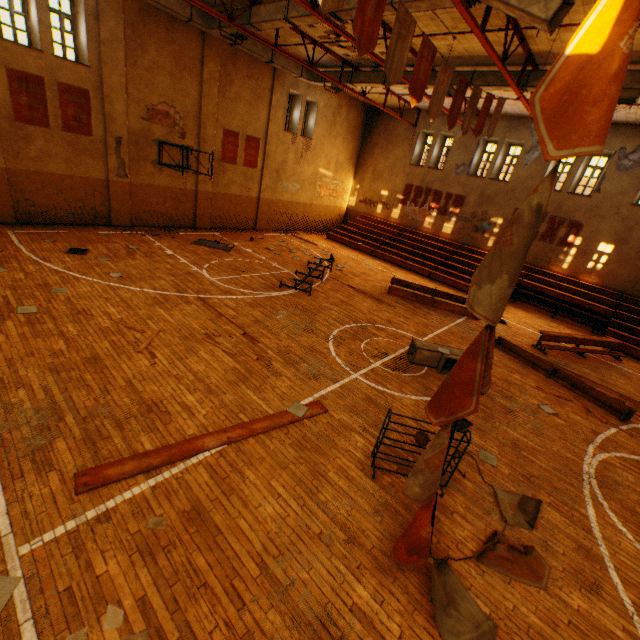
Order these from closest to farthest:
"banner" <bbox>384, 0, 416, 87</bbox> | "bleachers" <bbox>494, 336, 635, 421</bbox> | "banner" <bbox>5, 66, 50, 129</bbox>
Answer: "banner" <bbox>384, 0, 416, 87</bbox>, "bleachers" <bbox>494, 336, 635, 421</bbox>, "banner" <bbox>5, 66, 50, 129</bbox>

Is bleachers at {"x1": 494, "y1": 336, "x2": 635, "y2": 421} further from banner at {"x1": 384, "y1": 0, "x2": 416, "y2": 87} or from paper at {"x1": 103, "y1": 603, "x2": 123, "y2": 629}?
paper at {"x1": 103, "y1": 603, "x2": 123, "y2": 629}

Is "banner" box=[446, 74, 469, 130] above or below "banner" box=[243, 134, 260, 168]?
above

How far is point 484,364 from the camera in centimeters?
267cm

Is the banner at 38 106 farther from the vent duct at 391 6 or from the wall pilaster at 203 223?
the wall pilaster at 203 223

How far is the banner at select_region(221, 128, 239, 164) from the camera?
16.5m

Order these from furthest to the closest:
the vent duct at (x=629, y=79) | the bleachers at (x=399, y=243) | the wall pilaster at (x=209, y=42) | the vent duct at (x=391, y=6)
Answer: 1. the bleachers at (x=399, y=243)
2. the wall pilaster at (x=209, y=42)
3. the vent duct at (x=629, y=79)
4. the vent duct at (x=391, y=6)

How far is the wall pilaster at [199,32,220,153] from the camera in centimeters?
1425cm
